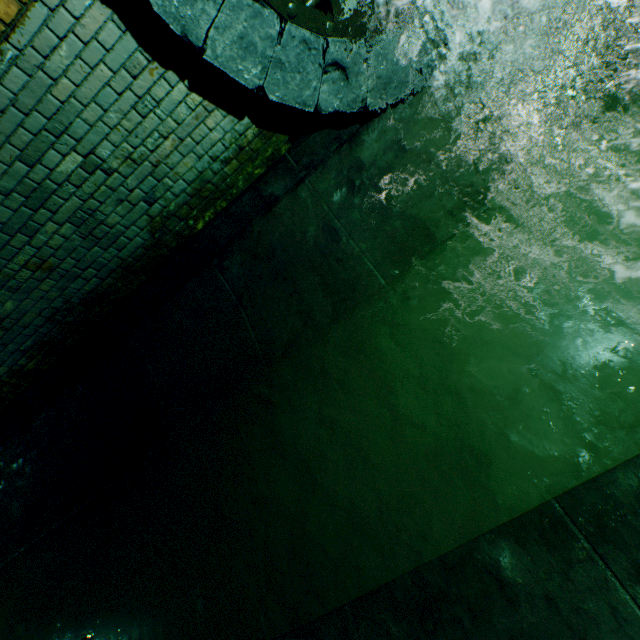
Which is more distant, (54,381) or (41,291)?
(54,381)
